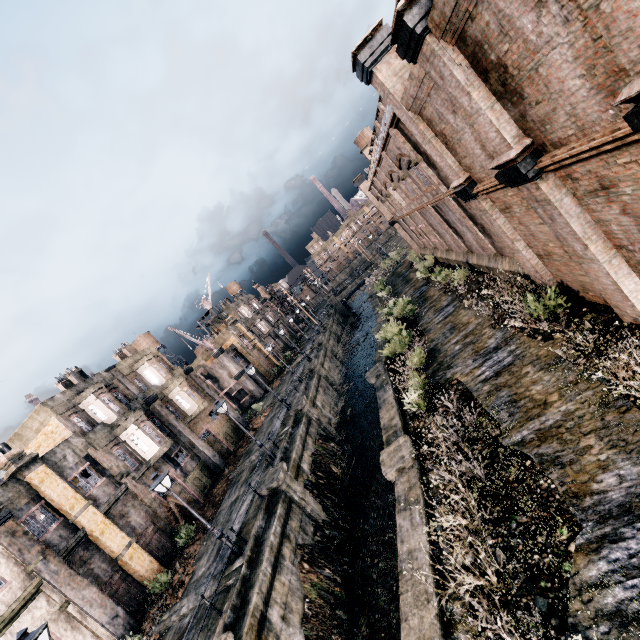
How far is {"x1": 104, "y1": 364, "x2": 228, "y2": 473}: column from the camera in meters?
28.6

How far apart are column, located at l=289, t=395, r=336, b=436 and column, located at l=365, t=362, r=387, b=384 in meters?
7.2 m

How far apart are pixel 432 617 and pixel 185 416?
28.8m

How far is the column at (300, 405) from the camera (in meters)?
27.08

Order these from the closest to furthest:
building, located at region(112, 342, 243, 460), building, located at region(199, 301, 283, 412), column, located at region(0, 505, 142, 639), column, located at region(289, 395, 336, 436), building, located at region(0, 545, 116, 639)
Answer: building, located at region(0, 545, 116, 639), column, located at region(0, 505, 142, 639), column, located at region(289, 395, 336, 436), building, located at region(112, 342, 243, 460), building, located at region(199, 301, 283, 412)

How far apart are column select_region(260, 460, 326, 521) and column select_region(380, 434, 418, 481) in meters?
7.6

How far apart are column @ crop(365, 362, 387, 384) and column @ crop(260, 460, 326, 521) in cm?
726

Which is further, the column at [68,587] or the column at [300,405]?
the column at [300,405]
